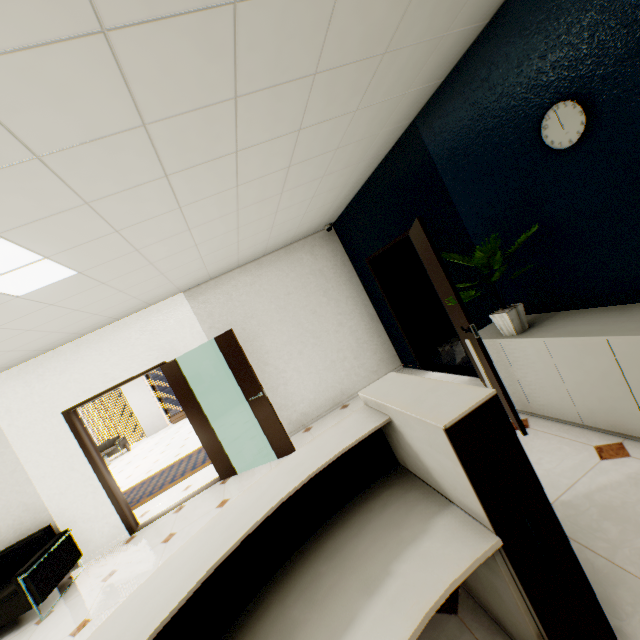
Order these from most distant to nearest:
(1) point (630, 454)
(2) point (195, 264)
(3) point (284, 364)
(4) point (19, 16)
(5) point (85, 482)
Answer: (3) point (284, 364) < (5) point (85, 482) < (2) point (195, 264) < (1) point (630, 454) < (4) point (19, 16)

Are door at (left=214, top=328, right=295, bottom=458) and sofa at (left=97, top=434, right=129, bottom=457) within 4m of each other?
no

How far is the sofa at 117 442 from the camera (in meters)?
12.84

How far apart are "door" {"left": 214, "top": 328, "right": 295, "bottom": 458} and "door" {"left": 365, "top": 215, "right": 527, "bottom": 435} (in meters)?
2.45

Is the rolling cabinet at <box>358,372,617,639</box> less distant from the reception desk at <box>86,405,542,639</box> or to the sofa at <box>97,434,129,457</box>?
the reception desk at <box>86,405,542,639</box>

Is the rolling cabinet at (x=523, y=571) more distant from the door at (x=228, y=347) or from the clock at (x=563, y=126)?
the door at (x=228, y=347)

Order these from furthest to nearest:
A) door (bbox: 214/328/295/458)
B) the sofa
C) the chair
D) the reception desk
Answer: the sofa, door (bbox: 214/328/295/458), the chair, the reception desk

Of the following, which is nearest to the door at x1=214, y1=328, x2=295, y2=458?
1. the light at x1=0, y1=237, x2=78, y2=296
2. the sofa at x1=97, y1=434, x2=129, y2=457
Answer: the light at x1=0, y1=237, x2=78, y2=296
